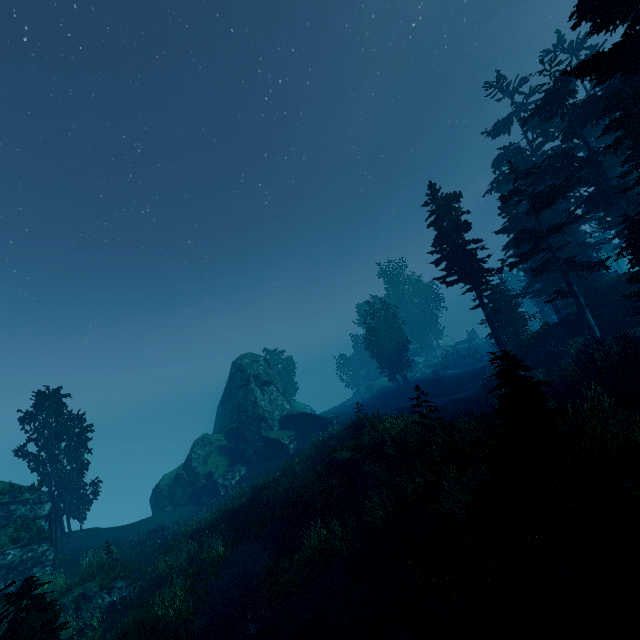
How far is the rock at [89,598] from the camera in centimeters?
1625cm

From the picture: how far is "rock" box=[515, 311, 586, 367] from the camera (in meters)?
25.58

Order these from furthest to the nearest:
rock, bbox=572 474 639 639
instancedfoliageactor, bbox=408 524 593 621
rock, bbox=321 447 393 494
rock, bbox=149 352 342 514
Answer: rock, bbox=149 352 342 514 < rock, bbox=321 447 393 494 < instancedfoliageactor, bbox=408 524 593 621 < rock, bbox=572 474 639 639

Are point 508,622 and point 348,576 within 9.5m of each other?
yes

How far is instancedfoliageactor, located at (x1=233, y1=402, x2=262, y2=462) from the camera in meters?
35.2

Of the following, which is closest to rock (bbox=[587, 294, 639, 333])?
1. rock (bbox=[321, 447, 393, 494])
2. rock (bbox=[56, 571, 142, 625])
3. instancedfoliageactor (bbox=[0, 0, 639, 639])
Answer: instancedfoliageactor (bbox=[0, 0, 639, 639])

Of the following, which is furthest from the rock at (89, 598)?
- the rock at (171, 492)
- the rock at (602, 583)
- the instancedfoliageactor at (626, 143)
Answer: the rock at (602, 583)
